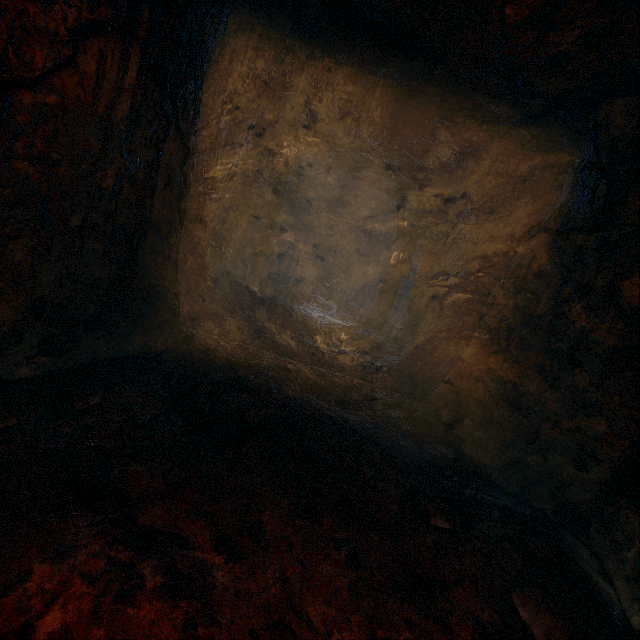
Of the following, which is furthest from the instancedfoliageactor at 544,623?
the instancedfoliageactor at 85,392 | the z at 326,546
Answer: the instancedfoliageactor at 85,392

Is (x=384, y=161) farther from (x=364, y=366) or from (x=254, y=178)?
(x=364, y=366)

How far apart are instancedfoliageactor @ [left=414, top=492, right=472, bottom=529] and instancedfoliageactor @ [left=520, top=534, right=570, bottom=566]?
0.5 meters

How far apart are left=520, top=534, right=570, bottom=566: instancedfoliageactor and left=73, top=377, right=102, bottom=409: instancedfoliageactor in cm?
429

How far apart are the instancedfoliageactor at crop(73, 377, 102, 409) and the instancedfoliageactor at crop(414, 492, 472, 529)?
3.29m

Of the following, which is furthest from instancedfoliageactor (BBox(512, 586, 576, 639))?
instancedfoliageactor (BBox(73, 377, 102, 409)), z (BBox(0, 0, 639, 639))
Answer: instancedfoliageactor (BBox(73, 377, 102, 409))

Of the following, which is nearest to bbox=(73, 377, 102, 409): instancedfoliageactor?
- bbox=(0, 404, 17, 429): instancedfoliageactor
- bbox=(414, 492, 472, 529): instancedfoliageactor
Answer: bbox=(0, 404, 17, 429): instancedfoliageactor

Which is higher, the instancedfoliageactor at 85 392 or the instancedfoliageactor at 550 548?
the instancedfoliageactor at 550 548
